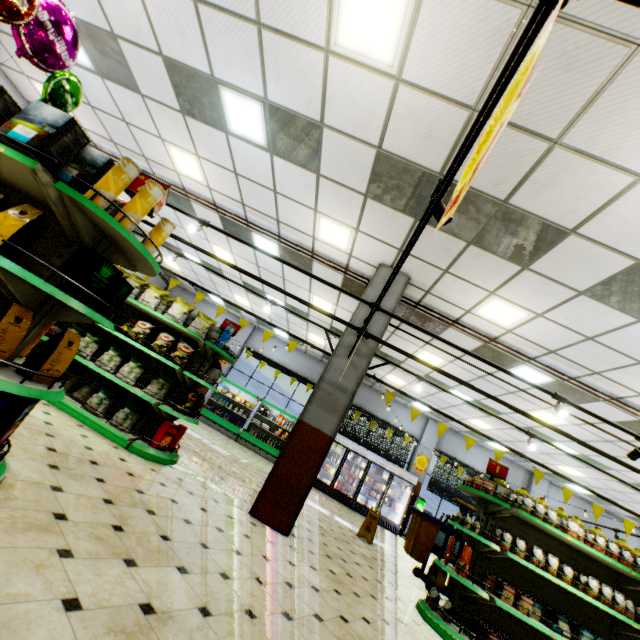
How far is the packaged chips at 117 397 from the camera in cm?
488

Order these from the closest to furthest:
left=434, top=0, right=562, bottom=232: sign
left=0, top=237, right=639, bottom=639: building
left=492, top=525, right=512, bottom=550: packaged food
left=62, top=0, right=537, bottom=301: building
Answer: left=434, top=0, right=562, bottom=232: sign, left=0, top=237, right=639, bottom=639: building, left=62, top=0, right=537, bottom=301: building, left=492, top=525, right=512, bottom=550: packaged food

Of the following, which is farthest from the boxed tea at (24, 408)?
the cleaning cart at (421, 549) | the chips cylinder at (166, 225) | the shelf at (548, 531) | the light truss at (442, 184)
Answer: the cleaning cart at (421, 549)

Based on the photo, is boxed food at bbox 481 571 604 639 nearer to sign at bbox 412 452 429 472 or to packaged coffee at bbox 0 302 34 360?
packaged coffee at bbox 0 302 34 360

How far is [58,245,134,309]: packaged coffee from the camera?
2.2 meters

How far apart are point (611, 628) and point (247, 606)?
5.8m

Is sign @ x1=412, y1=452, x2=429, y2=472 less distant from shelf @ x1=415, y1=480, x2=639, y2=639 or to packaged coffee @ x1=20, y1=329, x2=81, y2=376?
shelf @ x1=415, y1=480, x2=639, y2=639

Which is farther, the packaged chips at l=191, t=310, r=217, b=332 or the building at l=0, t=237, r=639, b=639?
the packaged chips at l=191, t=310, r=217, b=332
